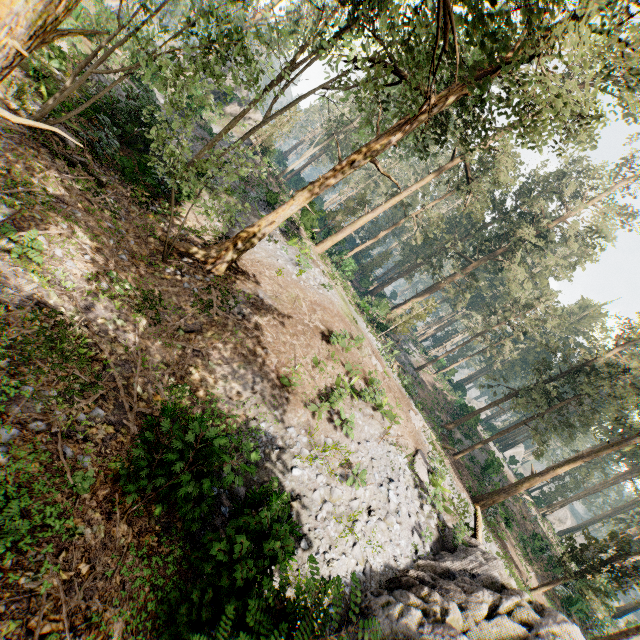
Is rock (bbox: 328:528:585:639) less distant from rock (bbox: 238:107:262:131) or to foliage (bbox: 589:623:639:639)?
foliage (bbox: 589:623:639:639)

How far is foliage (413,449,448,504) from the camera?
13.71m

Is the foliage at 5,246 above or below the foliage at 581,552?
below

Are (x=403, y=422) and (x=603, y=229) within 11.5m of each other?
no

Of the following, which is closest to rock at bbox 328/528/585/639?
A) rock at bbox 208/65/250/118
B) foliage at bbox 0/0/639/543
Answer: foliage at bbox 0/0/639/543

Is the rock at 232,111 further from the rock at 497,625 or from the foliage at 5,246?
the rock at 497,625

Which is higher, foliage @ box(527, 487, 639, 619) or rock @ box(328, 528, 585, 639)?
foliage @ box(527, 487, 639, 619)
